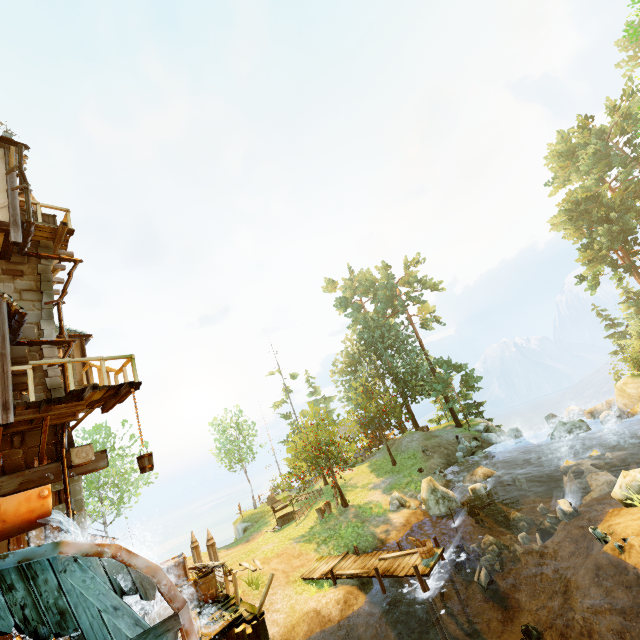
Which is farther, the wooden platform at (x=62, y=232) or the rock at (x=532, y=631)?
the wooden platform at (x=62, y=232)

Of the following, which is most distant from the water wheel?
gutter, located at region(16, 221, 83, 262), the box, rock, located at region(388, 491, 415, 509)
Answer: rock, located at region(388, 491, 415, 509)

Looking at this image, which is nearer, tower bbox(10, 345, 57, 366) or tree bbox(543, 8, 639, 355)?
tower bbox(10, 345, 57, 366)

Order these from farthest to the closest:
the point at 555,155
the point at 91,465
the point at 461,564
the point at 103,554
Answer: the point at 555,155 < the point at 461,564 < the point at 91,465 < the point at 103,554

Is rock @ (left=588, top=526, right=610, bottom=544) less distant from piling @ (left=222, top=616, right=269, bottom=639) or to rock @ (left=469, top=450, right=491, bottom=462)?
piling @ (left=222, top=616, right=269, bottom=639)

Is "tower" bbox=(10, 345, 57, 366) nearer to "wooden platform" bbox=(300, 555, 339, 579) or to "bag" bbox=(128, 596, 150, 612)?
"bag" bbox=(128, 596, 150, 612)

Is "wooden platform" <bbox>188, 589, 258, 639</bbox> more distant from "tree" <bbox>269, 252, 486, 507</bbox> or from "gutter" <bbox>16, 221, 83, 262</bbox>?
"gutter" <bbox>16, 221, 83, 262</bbox>

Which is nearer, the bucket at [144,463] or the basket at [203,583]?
the bucket at [144,463]
